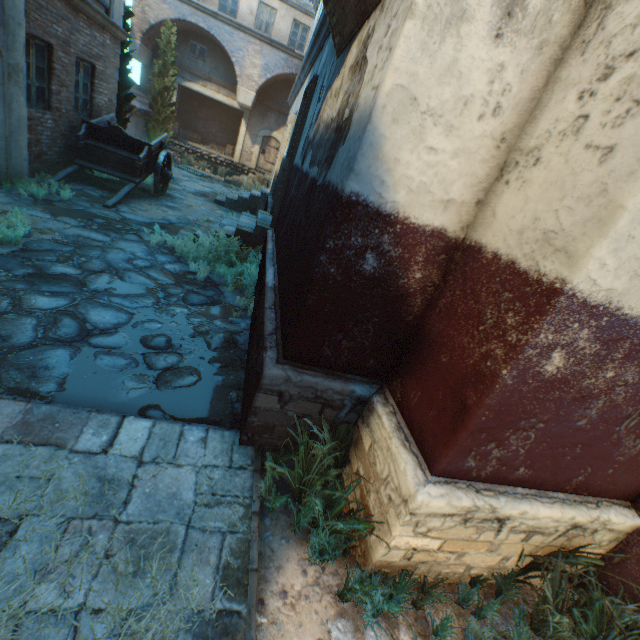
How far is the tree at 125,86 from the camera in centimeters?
1033cm

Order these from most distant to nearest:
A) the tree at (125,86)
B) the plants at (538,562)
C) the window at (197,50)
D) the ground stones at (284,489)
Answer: the window at (197,50) < the tree at (125,86) < the ground stones at (284,489) < the plants at (538,562)

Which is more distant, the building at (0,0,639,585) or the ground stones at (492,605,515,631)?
the ground stones at (492,605,515,631)

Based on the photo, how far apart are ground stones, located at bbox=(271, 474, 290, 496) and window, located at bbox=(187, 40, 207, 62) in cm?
2345

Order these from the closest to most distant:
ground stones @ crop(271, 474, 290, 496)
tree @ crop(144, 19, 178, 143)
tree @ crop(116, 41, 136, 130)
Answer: ground stones @ crop(271, 474, 290, 496) < tree @ crop(116, 41, 136, 130) < tree @ crop(144, 19, 178, 143)

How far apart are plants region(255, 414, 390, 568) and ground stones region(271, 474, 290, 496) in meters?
0.0

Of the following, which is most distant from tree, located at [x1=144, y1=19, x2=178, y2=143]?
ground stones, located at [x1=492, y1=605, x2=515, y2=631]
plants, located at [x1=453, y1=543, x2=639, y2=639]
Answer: plants, located at [x1=453, y1=543, x2=639, y2=639]

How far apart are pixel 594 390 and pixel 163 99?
21.0 meters
